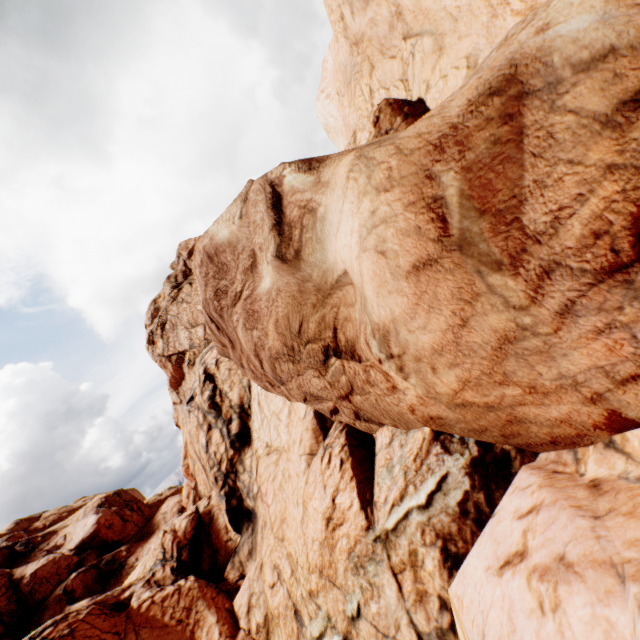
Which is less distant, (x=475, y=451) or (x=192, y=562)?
(x=475, y=451)
